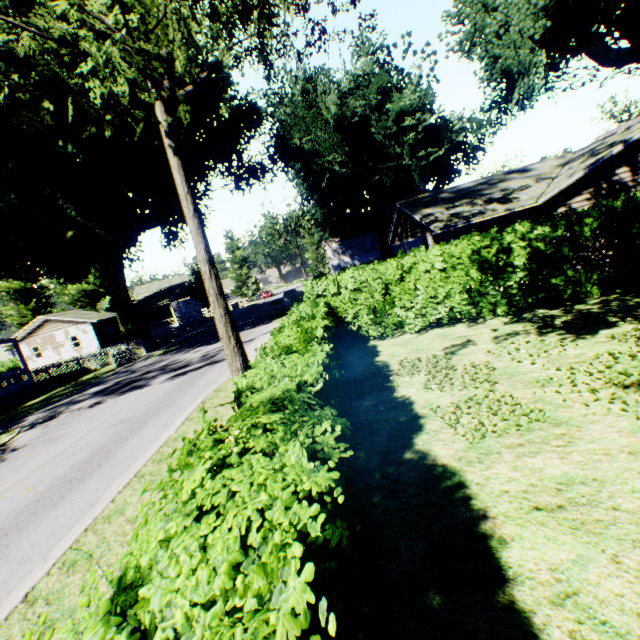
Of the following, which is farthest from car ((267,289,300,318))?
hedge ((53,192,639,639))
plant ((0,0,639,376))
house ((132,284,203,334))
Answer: house ((132,284,203,334))

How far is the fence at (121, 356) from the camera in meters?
27.3

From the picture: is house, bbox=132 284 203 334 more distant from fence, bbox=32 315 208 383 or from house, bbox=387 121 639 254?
house, bbox=387 121 639 254

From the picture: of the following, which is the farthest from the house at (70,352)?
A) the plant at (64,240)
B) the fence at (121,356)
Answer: the fence at (121,356)

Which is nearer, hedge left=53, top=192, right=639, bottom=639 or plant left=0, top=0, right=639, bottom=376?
hedge left=53, top=192, right=639, bottom=639

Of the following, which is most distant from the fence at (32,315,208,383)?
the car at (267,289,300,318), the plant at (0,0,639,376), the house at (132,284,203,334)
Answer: the car at (267,289,300,318)

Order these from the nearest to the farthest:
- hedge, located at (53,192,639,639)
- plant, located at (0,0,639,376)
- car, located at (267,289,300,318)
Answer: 1. hedge, located at (53,192,639,639)
2. plant, located at (0,0,639,376)
3. car, located at (267,289,300,318)

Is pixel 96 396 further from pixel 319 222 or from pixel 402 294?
pixel 319 222
